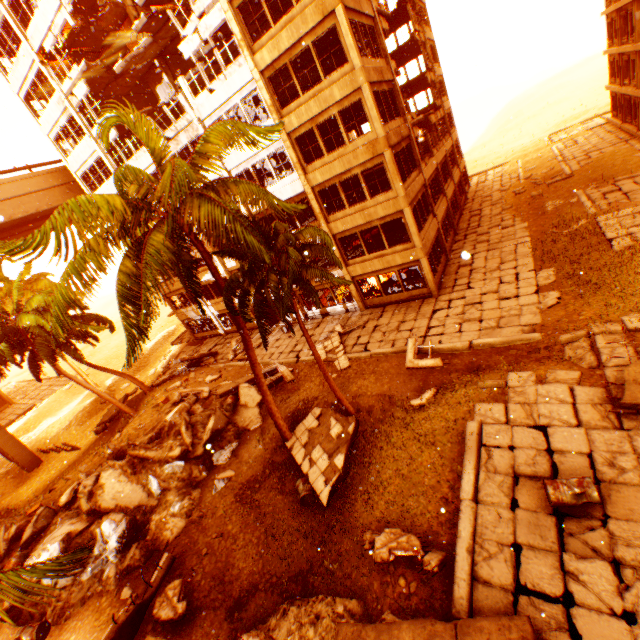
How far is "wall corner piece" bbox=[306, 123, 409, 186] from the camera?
15.98m

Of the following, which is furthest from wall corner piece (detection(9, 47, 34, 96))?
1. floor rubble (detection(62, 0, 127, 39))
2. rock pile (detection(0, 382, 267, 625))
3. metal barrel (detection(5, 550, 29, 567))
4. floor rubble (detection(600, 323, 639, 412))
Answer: floor rubble (detection(600, 323, 639, 412))

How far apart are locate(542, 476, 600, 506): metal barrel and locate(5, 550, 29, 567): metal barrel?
19.2m

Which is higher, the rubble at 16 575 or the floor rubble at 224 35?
the floor rubble at 224 35

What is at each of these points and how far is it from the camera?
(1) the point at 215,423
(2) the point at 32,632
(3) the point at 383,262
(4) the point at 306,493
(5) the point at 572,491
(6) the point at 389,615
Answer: (1) rock pile, 15.2m
(2) metal barrel, 10.5m
(3) wall corner piece, 19.5m
(4) metal barrel, 11.1m
(5) metal barrel, 6.9m
(6) rock pile, 7.1m

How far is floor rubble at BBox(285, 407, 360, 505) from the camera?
11.2m

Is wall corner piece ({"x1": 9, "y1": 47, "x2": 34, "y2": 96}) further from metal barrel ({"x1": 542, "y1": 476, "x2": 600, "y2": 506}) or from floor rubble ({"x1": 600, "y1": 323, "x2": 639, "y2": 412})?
floor rubble ({"x1": 600, "y1": 323, "x2": 639, "y2": 412})

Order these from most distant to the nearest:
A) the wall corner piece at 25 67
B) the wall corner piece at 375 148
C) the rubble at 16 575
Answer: the wall corner piece at 25 67 < the wall corner piece at 375 148 < the rubble at 16 575
